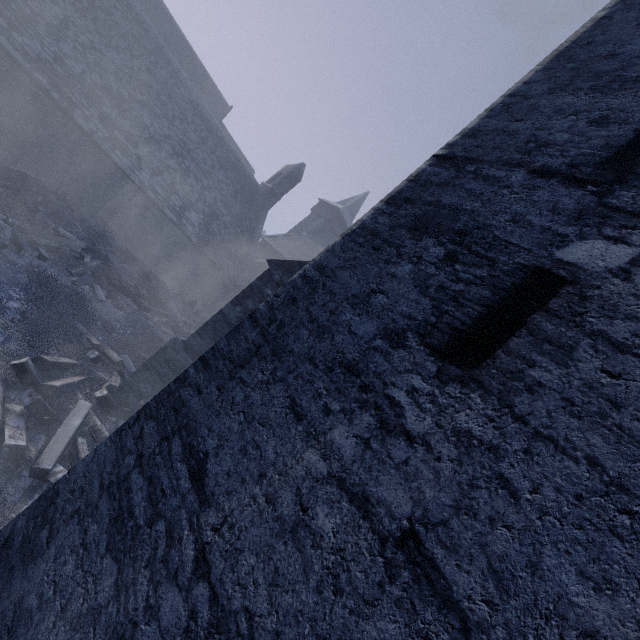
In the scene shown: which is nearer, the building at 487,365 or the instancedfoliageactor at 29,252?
the building at 487,365

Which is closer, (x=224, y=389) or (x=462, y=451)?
(x=462, y=451)

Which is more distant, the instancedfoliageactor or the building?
the instancedfoliageactor

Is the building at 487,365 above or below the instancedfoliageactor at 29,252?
above

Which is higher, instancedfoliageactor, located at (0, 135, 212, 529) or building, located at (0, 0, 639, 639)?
building, located at (0, 0, 639, 639)
